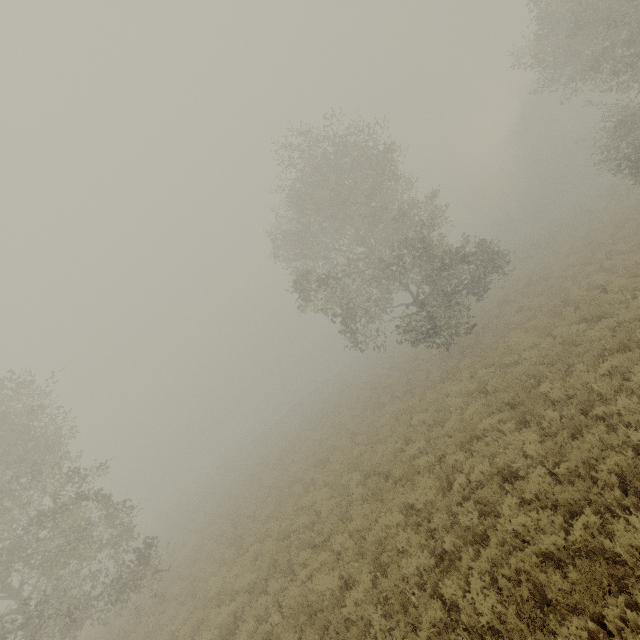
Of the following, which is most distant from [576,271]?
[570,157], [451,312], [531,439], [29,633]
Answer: [570,157]
